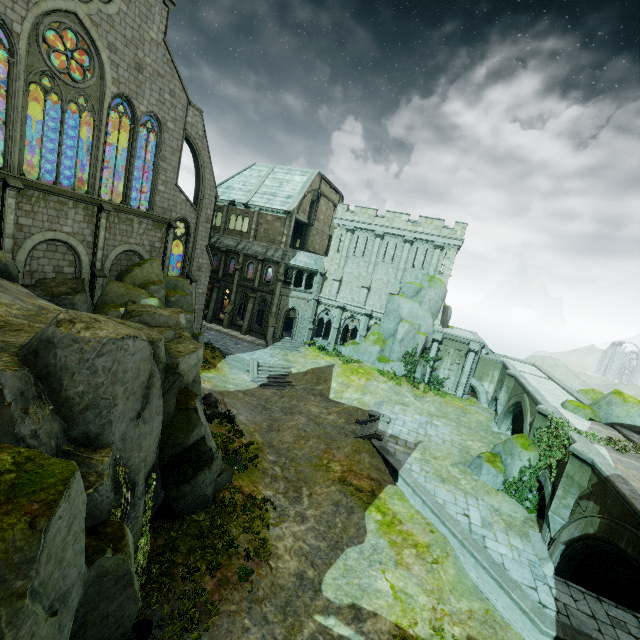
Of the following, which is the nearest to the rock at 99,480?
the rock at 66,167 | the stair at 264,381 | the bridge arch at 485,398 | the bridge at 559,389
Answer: the rock at 66,167

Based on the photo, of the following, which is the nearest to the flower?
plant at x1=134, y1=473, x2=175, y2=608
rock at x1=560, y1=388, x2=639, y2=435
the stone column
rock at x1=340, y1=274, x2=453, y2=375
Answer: plant at x1=134, y1=473, x2=175, y2=608

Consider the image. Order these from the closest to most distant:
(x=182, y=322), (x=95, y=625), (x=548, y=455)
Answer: (x=95, y=625), (x=182, y=322), (x=548, y=455)

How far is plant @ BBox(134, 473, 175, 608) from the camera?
9.73m

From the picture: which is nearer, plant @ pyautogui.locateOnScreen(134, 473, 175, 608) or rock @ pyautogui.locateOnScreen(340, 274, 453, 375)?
plant @ pyautogui.locateOnScreen(134, 473, 175, 608)

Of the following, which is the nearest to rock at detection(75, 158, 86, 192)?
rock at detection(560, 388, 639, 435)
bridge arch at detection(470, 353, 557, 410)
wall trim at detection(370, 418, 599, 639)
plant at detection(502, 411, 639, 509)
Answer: wall trim at detection(370, 418, 599, 639)

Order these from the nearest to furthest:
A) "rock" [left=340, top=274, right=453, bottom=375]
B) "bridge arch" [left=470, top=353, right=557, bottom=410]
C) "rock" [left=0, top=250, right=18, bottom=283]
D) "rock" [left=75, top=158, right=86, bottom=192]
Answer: "rock" [left=0, top=250, right=18, bottom=283] → "rock" [left=75, top=158, right=86, bottom=192] → "bridge arch" [left=470, top=353, right=557, bottom=410] → "rock" [left=340, top=274, right=453, bottom=375]

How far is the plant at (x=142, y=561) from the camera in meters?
9.7
